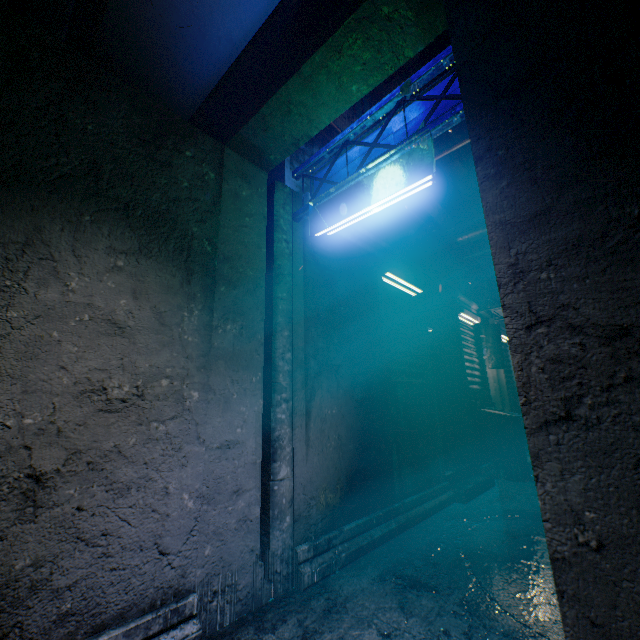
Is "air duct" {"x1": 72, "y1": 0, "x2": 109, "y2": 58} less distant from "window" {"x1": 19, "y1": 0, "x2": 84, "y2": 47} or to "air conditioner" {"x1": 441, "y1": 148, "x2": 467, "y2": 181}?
"window" {"x1": 19, "y1": 0, "x2": 84, "y2": 47}

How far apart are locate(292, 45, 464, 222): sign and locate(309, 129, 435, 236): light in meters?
0.0

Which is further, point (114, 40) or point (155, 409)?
point (114, 40)

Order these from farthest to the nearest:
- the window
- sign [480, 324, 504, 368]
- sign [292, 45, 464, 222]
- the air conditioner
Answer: the air conditioner < sign [480, 324, 504, 368] < the window < sign [292, 45, 464, 222]

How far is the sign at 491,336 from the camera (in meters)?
5.83

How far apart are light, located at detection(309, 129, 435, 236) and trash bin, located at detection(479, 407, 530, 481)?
4.2 meters

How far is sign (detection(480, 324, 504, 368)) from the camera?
5.8 meters

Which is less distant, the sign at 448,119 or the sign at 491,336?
the sign at 448,119
